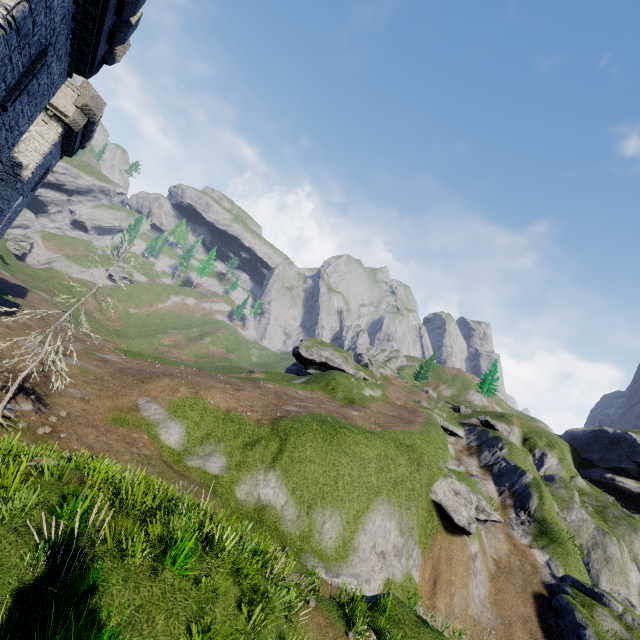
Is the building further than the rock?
No

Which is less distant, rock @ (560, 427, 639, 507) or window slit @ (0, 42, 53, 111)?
window slit @ (0, 42, 53, 111)

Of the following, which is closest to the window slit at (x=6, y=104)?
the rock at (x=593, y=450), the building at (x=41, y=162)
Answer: the building at (x=41, y=162)

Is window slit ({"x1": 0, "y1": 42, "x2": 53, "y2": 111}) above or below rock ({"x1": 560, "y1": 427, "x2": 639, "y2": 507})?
below

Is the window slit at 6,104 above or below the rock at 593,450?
below

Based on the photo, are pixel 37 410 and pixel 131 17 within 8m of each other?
no

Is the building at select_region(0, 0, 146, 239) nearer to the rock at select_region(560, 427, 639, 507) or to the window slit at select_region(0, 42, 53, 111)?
the window slit at select_region(0, 42, 53, 111)

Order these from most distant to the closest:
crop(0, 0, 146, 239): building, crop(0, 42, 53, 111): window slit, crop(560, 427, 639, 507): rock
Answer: crop(560, 427, 639, 507): rock → crop(0, 42, 53, 111): window slit → crop(0, 0, 146, 239): building
